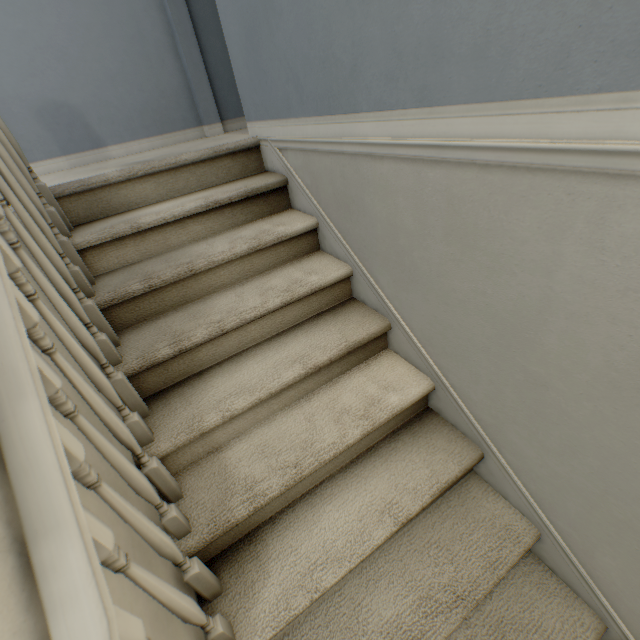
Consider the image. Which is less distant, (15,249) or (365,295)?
(15,249)
